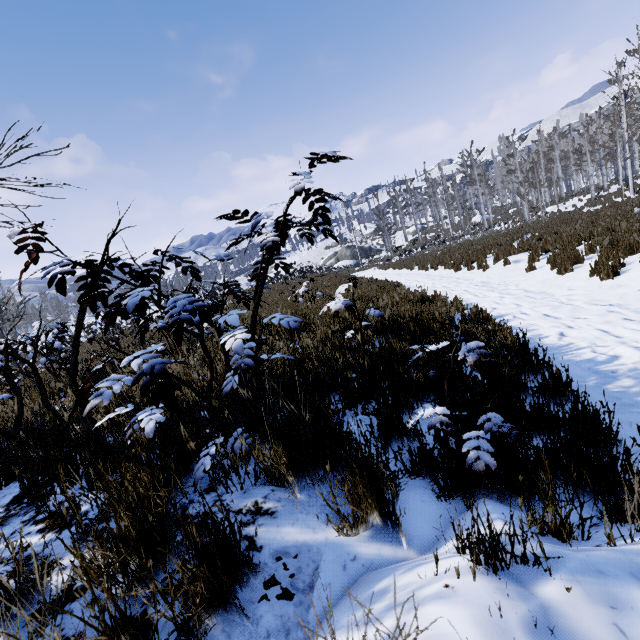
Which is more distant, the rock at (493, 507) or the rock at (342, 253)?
the rock at (342, 253)

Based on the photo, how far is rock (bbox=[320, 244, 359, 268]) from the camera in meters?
48.5

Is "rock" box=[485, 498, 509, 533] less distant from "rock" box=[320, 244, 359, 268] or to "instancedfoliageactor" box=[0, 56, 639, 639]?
"instancedfoliageactor" box=[0, 56, 639, 639]

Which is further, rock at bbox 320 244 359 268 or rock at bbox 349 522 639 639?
rock at bbox 320 244 359 268

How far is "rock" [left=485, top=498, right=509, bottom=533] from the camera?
1.22m

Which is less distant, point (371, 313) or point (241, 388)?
point (241, 388)
